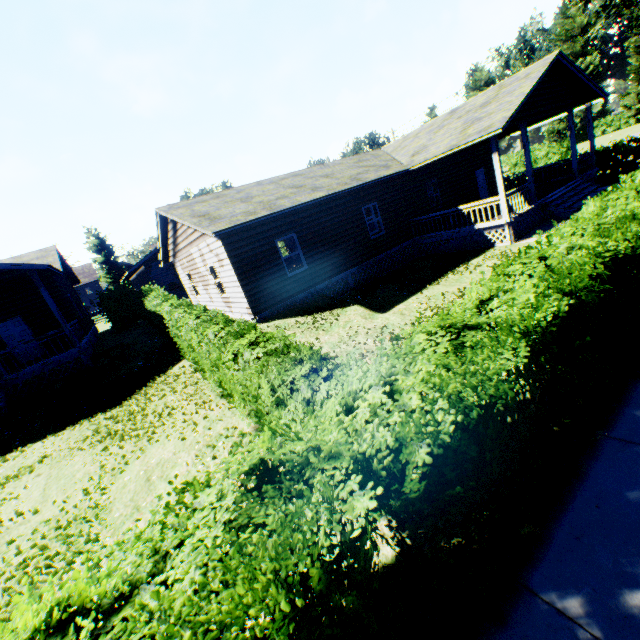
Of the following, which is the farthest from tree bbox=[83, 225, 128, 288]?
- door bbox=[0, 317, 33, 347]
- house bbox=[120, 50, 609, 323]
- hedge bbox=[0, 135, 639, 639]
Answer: door bbox=[0, 317, 33, 347]

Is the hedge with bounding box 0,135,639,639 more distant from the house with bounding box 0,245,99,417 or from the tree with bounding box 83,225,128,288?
the tree with bounding box 83,225,128,288

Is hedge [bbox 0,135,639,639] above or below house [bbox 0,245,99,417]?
below

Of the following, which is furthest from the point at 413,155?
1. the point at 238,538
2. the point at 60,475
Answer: the point at 60,475

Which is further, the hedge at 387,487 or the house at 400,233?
the house at 400,233

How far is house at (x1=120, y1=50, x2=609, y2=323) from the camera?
12.7m

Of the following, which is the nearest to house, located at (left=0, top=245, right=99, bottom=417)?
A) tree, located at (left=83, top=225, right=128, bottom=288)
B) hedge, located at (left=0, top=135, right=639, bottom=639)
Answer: hedge, located at (left=0, top=135, right=639, bottom=639)

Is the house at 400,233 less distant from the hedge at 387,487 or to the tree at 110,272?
the hedge at 387,487
